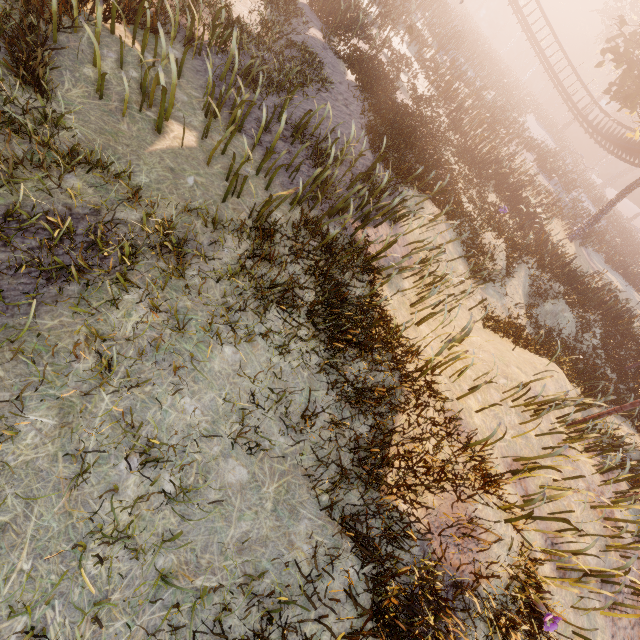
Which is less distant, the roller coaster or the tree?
the tree

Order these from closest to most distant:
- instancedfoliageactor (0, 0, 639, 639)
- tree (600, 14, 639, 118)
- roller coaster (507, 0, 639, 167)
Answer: instancedfoliageactor (0, 0, 639, 639), tree (600, 14, 639, 118), roller coaster (507, 0, 639, 167)

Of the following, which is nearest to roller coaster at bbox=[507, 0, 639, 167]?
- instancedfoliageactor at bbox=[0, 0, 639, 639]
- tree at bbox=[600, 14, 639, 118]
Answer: tree at bbox=[600, 14, 639, 118]

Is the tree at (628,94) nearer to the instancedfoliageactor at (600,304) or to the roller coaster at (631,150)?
the roller coaster at (631,150)

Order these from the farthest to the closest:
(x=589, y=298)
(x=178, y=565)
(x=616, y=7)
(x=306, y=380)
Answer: (x=616, y=7), (x=589, y=298), (x=306, y=380), (x=178, y=565)

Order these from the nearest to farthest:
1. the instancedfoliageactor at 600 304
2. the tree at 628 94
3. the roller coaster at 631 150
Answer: the instancedfoliageactor at 600 304 → the tree at 628 94 → the roller coaster at 631 150

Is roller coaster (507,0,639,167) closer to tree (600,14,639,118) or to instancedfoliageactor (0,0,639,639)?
tree (600,14,639,118)
